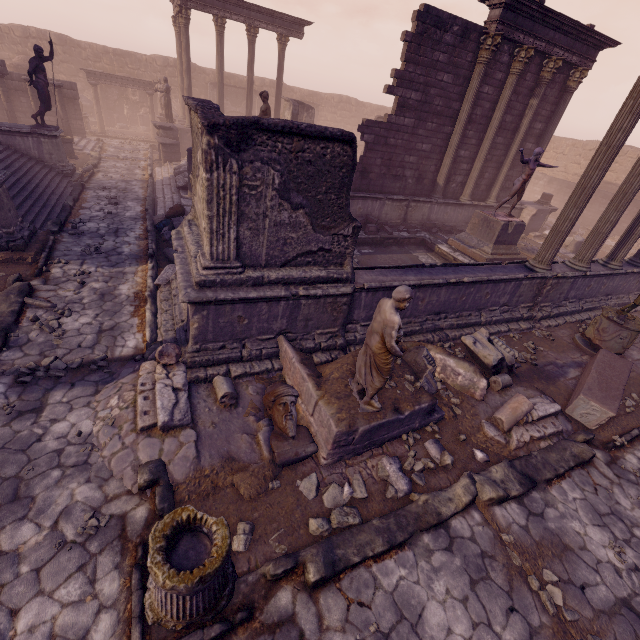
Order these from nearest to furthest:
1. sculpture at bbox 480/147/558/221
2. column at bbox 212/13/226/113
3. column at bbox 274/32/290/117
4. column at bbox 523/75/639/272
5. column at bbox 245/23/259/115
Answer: column at bbox 523/75/639/272 → sculpture at bbox 480/147/558/221 → column at bbox 212/13/226/113 → column at bbox 245/23/259/115 → column at bbox 274/32/290/117

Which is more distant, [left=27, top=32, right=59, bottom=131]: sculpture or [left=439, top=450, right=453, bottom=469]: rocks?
[left=27, top=32, right=59, bottom=131]: sculpture

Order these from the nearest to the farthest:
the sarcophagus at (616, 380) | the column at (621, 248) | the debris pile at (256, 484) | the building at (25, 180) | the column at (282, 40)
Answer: the debris pile at (256, 484) < the sarcophagus at (616, 380) < the building at (25, 180) < the column at (621, 248) < the column at (282, 40)

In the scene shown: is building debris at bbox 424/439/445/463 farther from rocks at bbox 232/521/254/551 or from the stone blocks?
the stone blocks

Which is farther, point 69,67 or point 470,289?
point 69,67

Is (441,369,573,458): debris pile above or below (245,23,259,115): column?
below

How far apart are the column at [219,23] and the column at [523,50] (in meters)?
15.08

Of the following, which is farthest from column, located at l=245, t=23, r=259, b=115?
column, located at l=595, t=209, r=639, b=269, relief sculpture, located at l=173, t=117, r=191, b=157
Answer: column, located at l=595, t=209, r=639, b=269
